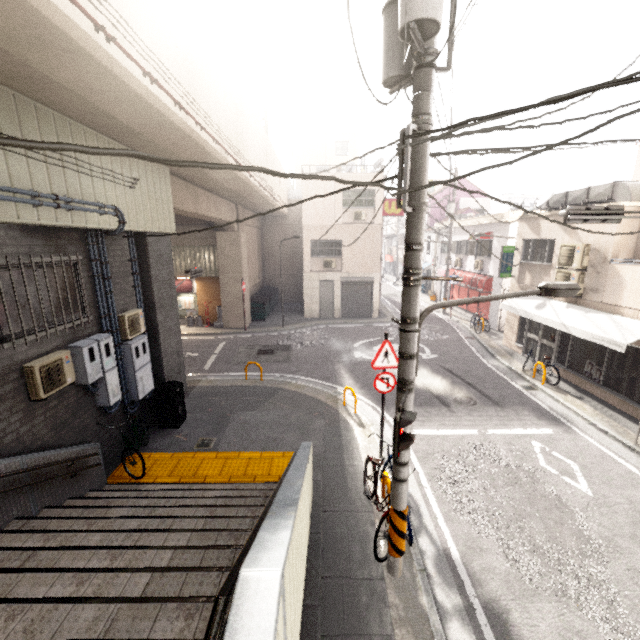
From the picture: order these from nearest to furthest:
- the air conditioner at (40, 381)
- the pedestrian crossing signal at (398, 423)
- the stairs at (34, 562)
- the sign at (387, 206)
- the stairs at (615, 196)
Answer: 1. the stairs at (34, 562)
2. the pedestrian crossing signal at (398, 423)
3. the air conditioner at (40, 381)
4. the stairs at (615, 196)
5. the sign at (387, 206)

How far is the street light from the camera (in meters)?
3.93

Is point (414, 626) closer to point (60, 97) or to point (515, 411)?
point (515, 411)

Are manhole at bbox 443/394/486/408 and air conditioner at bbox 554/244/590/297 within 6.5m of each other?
yes

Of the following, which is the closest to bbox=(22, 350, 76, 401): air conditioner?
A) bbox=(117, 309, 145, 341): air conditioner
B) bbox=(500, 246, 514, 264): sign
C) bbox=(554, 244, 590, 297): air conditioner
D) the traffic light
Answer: bbox=(117, 309, 145, 341): air conditioner

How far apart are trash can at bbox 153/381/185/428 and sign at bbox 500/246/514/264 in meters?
13.8 m

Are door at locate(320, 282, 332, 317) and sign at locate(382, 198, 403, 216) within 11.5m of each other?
yes

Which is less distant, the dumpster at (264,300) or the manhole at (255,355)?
the manhole at (255,355)
